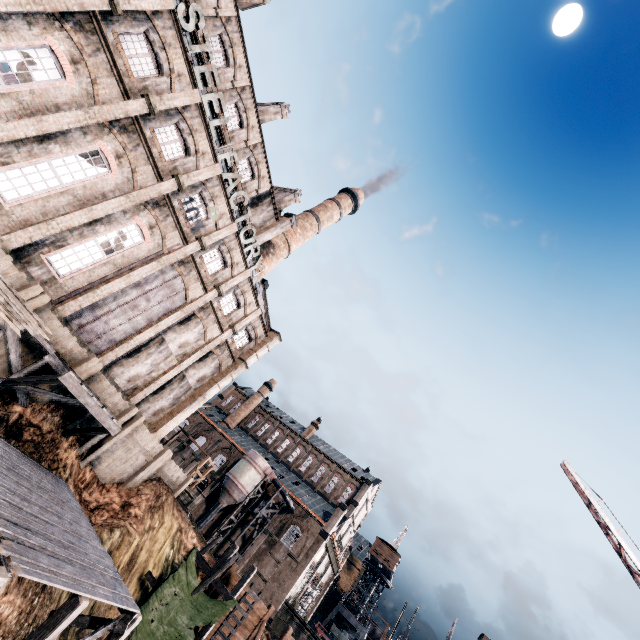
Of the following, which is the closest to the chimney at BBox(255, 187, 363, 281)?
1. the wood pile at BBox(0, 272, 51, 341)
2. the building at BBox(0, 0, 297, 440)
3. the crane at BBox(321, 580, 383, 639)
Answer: the building at BBox(0, 0, 297, 440)

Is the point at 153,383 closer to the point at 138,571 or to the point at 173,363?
the point at 173,363

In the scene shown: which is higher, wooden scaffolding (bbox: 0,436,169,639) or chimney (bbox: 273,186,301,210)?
chimney (bbox: 273,186,301,210)

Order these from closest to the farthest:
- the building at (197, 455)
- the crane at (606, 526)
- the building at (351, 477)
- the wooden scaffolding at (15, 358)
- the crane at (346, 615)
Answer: the crane at (606, 526) < the wooden scaffolding at (15, 358) < the building at (351, 477) < the crane at (346, 615) < the building at (197, 455)

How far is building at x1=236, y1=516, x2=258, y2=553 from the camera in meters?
45.4

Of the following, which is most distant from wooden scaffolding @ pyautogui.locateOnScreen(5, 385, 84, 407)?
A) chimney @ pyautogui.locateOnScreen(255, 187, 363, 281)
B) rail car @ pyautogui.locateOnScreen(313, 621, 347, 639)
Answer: rail car @ pyautogui.locateOnScreen(313, 621, 347, 639)

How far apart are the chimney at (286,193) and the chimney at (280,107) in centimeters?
755cm

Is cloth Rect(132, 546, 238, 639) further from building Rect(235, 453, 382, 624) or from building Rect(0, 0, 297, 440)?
building Rect(235, 453, 382, 624)
